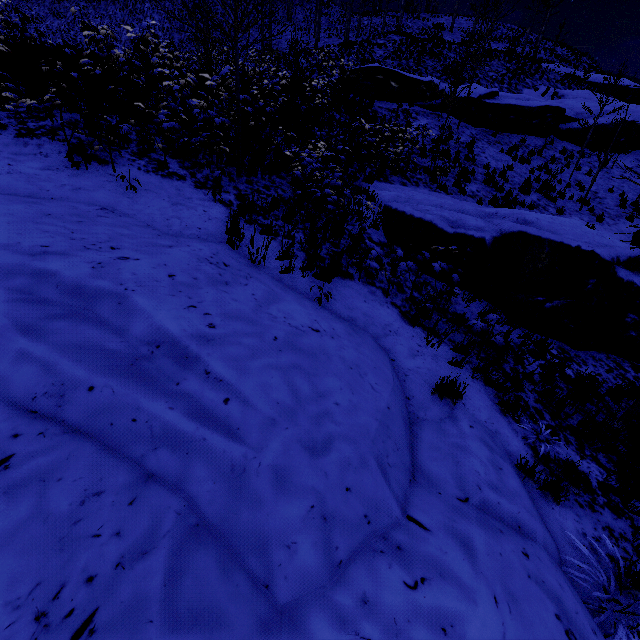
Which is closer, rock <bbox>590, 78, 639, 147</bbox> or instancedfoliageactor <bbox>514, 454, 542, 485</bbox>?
instancedfoliageactor <bbox>514, 454, 542, 485</bbox>

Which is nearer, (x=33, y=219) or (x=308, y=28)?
(x=33, y=219)

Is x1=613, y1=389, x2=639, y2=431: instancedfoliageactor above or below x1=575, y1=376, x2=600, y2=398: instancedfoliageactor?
below

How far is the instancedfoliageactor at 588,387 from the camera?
5.2m

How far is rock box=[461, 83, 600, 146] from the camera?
17.6 meters

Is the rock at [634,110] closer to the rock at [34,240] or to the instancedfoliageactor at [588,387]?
the rock at [34,240]

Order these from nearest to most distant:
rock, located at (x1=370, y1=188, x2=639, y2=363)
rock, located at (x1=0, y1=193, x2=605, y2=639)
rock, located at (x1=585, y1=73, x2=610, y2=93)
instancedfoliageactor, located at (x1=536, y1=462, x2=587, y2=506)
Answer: rock, located at (x1=0, y1=193, x2=605, y2=639) < instancedfoliageactor, located at (x1=536, y1=462, x2=587, y2=506) < rock, located at (x1=370, y1=188, x2=639, y2=363) < rock, located at (x1=585, y1=73, x2=610, y2=93)
